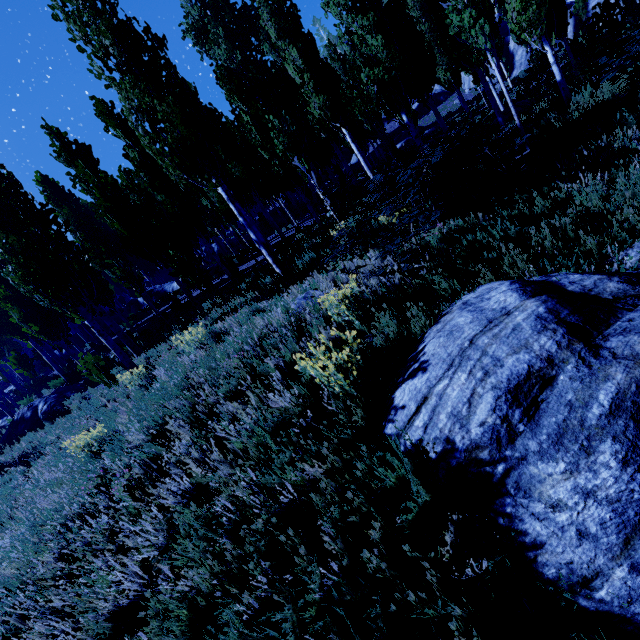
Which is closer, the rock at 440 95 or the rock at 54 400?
the rock at 54 400

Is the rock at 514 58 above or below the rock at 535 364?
above

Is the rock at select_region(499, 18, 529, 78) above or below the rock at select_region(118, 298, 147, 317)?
below

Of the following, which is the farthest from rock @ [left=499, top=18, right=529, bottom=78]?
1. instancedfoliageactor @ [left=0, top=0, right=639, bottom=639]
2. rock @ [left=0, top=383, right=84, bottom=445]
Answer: rock @ [left=0, top=383, right=84, bottom=445]

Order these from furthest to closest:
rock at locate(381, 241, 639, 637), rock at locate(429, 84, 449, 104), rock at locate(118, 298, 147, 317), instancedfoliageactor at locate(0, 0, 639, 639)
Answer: rock at locate(429, 84, 449, 104), rock at locate(118, 298, 147, 317), instancedfoliageactor at locate(0, 0, 639, 639), rock at locate(381, 241, 639, 637)

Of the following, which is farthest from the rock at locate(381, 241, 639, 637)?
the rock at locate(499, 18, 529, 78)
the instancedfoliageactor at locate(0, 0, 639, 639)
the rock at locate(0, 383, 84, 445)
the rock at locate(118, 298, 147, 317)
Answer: the rock at locate(499, 18, 529, 78)

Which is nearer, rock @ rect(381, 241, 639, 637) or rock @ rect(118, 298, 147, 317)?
rock @ rect(381, 241, 639, 637)

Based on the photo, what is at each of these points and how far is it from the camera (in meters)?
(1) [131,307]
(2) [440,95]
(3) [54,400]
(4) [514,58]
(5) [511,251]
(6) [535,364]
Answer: (1) rock, 30.16
(2) rock, 40.38
(3) rock, 13.89
(4) rock, 32.22
(5) instancedfoliageactor, 4.03
(6) rock, 2.61
